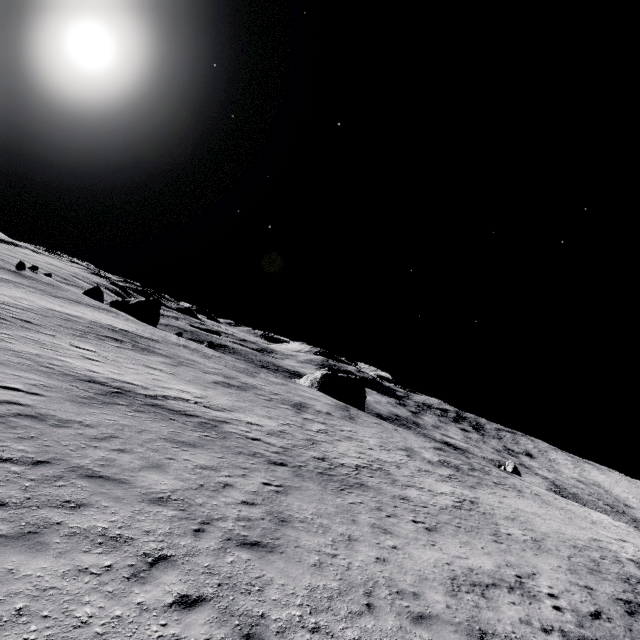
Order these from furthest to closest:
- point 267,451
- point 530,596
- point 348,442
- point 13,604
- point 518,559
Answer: point 348,442 → point 267,451 → point 518,559 → point 530,596 → point 13,604
